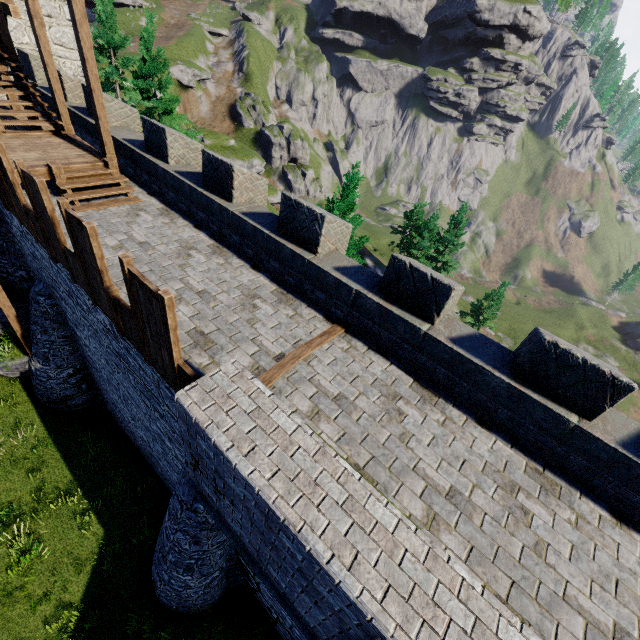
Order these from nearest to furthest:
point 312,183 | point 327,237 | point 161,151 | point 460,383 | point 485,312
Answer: point 460,383, point 327,237, point 161,151, point 485,312, point 312,183

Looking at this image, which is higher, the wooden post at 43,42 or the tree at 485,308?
the wooden post at 43,42

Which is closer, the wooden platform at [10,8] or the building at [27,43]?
the wooden platform at [10,8]

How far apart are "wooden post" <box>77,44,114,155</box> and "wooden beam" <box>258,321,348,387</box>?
8.66m

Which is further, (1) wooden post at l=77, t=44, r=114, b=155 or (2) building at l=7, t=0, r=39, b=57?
(2) building at l=7, t=0, r=39, b=57

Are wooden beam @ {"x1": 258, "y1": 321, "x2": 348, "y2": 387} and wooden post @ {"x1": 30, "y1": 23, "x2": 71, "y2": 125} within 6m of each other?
no

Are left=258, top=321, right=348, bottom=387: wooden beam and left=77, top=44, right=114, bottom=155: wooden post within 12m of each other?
yes

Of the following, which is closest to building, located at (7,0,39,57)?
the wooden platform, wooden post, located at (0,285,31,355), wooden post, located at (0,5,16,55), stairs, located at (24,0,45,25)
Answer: the wooden platform
